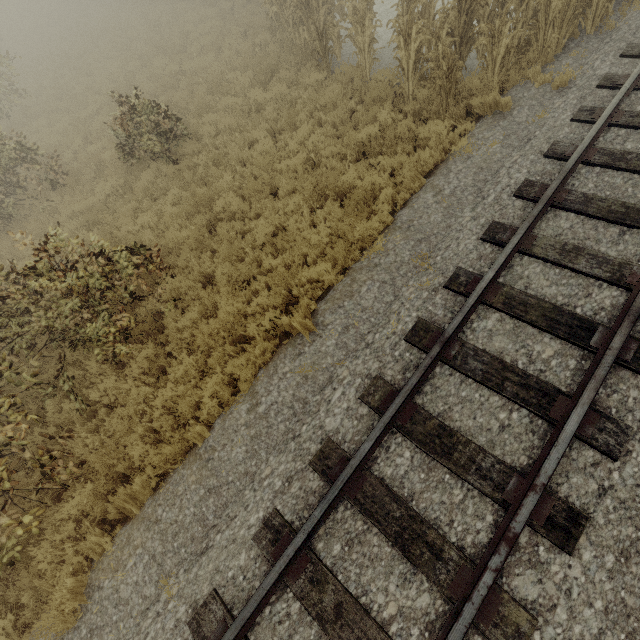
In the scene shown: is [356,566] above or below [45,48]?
above

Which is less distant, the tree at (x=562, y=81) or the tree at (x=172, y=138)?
the tree at (x=172, y=138)

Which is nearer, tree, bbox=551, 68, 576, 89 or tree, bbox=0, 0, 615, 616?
tree, bbox=0, 0, 615, 616

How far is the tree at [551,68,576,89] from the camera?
6.3 meters

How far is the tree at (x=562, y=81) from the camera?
6.3 meters
